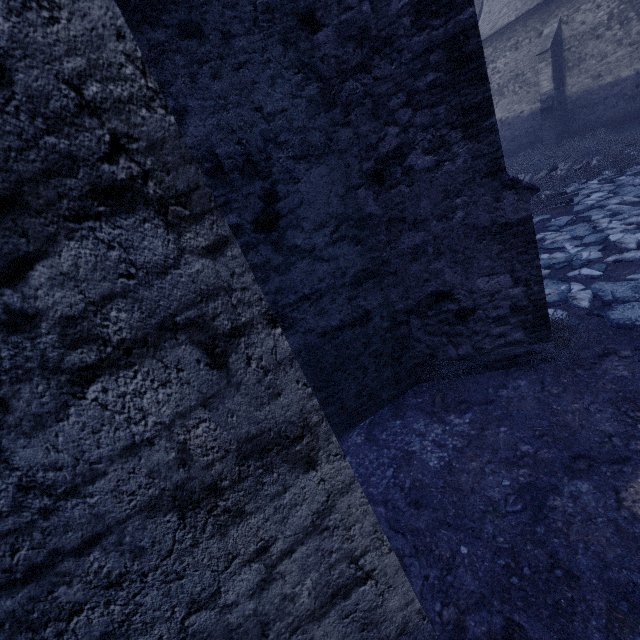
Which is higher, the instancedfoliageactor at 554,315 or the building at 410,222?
the building at 410,222

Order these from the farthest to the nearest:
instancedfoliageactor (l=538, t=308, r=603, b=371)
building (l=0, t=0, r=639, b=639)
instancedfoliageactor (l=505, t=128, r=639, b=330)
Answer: instancedfoliageactor (l=505, t=128, r=639, b=330) → instancedfoliageactor (l=538, t=308, r=603, b=371) → building (l=0, t=0, r=639, b=639)

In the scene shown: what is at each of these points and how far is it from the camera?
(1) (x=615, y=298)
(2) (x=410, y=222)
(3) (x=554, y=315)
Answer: (1) instancedfoliageactor, 4.6 meters
(2) building, 3.7 meters
(3) instancedfoliageactor, 4.3 meters

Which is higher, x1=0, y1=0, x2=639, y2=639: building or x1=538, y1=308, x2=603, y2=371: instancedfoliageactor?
x1=0, y1=0, x2=639, y2=639: building

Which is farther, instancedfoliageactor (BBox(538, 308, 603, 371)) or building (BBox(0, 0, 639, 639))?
instancedfoliageactor (BBox(538, 308, 603, 371))

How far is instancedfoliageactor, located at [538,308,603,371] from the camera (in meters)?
3.78

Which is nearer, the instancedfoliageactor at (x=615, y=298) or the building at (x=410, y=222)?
the building at (x=410, y=222)
